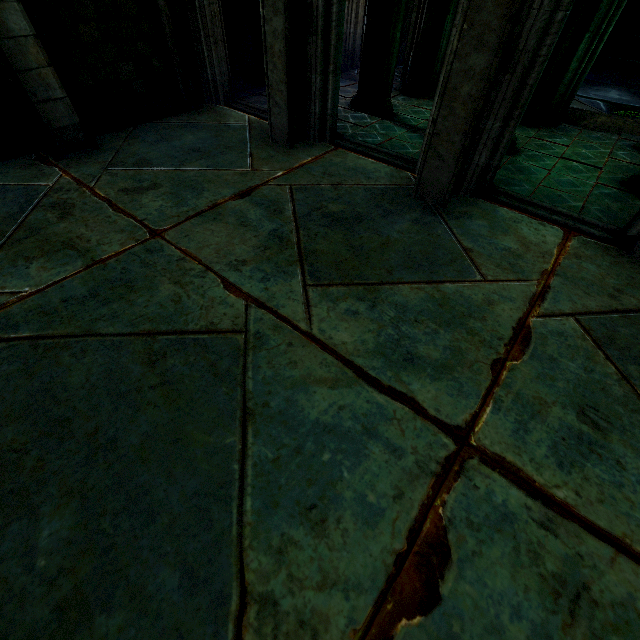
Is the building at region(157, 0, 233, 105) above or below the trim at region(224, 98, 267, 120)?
above

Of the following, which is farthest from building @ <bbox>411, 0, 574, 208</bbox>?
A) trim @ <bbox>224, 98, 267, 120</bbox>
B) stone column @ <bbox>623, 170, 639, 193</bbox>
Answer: stone column @ <bbox>623, 170, 639, 193</bbox>

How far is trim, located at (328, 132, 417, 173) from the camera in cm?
589

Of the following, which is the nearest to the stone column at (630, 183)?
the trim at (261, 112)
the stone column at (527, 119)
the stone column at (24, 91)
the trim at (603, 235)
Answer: the trim at (603, 235)

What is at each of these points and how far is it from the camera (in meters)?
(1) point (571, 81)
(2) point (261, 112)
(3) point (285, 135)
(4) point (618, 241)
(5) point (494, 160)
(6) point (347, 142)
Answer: (1) building, 7.48
(2) trim, 7.52
(3) building, 6.11
(4) building, 4.45
(5) building, 4.85
(6) trim, 6.54

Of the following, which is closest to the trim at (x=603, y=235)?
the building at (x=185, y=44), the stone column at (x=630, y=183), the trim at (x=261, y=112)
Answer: the building at (x=185, y=44)

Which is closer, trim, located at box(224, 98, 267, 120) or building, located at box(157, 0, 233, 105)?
building, located at box(157, 0, 233, 105)

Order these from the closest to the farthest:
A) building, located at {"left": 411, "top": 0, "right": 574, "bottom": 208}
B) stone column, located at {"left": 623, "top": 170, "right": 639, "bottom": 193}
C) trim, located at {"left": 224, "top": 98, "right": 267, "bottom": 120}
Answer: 1. building, located at {"left": 411, "top": 0, "right": 574, "bottom": 208}
2. stone column, located at {"left": 623, "top": 170, "right": 639, "bottom": 193}
3. trim, located at {"left": 224, "top": 98, "right": 267, "bottom": 120}
